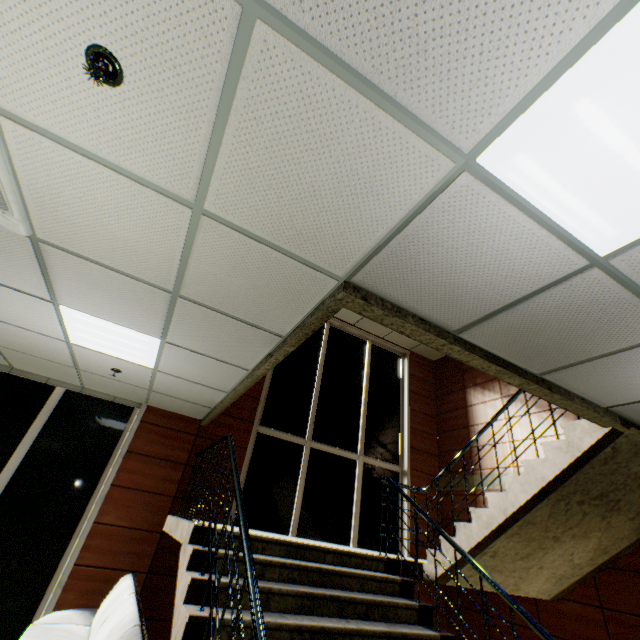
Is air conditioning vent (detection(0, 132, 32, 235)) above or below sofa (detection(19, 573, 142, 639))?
above

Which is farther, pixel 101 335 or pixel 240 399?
pixel 240 399

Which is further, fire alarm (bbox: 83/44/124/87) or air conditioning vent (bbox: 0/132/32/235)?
air conditioning vent (bbox: 0/132/32/235)

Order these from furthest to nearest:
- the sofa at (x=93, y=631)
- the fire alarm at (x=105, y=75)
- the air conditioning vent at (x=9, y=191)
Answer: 1. the sofa at (x=93, y=631)
2. the air conditioning vent at (x=9, y=191)
3. the fire alarm at (x=105, y=75)

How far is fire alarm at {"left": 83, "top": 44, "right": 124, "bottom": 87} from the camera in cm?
125

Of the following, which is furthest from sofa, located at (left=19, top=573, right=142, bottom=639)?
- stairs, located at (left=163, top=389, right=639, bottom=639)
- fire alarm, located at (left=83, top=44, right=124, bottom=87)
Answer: fire alarm, located at (left=83, top=44, right=124, bottom=87)

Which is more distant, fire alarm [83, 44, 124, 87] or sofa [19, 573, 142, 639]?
sofa [19, 573, 142, 639]

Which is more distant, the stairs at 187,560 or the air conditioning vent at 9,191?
the stairs at 187,560
